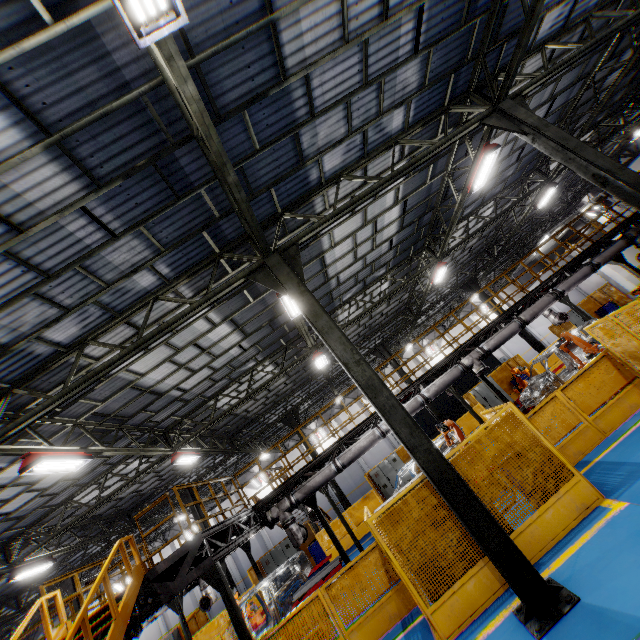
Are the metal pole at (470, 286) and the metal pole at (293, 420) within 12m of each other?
no

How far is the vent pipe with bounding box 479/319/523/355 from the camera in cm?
1236

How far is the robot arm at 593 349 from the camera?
11.6 meters

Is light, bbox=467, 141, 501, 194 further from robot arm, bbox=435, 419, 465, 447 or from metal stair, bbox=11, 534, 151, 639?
metal stair, bbox=11, 534, 151, 639

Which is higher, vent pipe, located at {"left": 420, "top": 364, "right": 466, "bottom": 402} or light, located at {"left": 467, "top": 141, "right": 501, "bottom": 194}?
light, located at {"left": 467, "top": 141, "right": 501, "bottom": 194}

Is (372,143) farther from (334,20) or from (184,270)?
(184,270)

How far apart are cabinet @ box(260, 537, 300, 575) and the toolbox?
0.7m

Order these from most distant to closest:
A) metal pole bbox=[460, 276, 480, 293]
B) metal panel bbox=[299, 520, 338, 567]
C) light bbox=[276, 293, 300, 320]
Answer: metal pole bbox=[460, 276, 480, 293], metal panel bbox=[299, 520, 338, 567], light bbox=[276, 293, 300, 320]
